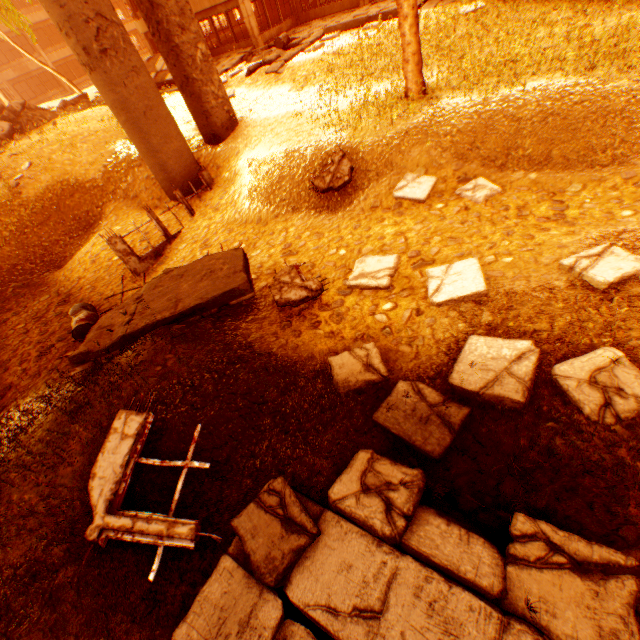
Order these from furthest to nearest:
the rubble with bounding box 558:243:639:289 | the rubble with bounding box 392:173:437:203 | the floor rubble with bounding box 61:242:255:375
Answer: the rubble with bounding box 392:173:437:203, the floor rubble with bounding box 61:242:255:375, the rubble with bounding box 558:243:639:289

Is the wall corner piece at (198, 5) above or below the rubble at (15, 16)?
below

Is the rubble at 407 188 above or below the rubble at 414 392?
below

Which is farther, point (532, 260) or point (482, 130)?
point (482, 130)

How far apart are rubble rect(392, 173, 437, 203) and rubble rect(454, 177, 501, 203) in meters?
0.6 m

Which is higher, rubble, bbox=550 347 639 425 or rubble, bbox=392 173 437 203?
rubble, bbox=550 347 639 425

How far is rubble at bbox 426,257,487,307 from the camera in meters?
5.1

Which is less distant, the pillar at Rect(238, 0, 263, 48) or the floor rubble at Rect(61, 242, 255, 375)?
the floor rubble at Rect(61, 242, 255, 375)
